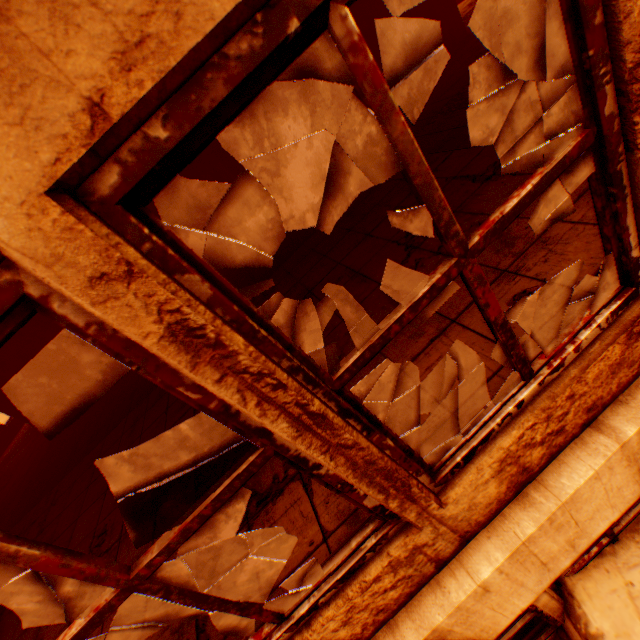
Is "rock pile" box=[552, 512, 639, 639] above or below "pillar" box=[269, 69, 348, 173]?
below

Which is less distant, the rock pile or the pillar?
the rock pile

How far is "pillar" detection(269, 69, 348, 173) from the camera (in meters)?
6.67

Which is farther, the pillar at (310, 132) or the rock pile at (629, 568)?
the pillar at (310, 132)

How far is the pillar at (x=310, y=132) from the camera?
6.7m

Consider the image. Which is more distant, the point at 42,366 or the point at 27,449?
the point at 27,449
